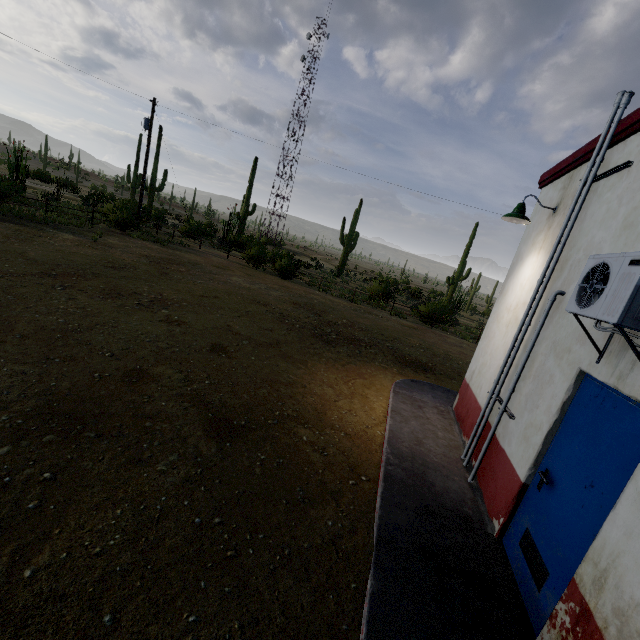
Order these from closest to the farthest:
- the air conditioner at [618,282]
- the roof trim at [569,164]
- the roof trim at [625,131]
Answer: the air conditioner at [618,282], the roof trim at [625,131], the roof trim at [569,164]

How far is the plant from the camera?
21.52m

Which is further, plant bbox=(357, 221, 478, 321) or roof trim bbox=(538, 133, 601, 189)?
plant bbox=(357, 221, 478, 321)

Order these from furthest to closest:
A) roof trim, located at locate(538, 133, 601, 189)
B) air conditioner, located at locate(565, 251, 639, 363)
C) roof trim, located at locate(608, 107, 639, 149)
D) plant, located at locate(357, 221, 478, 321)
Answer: plant, located at locate(357, 221, 478, 321) < roof trim, located at locate(538, 133, 601, 189) < roof trim, located at locate(608, 107, 639, 149) < air conditioner, located at locate(565, 251, 639, 363)

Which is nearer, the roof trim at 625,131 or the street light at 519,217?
the roof trim at 625,131

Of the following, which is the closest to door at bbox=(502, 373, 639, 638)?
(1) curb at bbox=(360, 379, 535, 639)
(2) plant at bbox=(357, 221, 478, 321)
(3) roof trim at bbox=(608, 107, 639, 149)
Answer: (1) curb at bbox=(360, 379, 535, 639)

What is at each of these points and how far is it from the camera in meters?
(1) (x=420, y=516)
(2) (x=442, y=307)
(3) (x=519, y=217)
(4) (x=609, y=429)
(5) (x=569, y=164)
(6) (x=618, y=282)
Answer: (1) curb, 3.7
(2) plant, 20.5
(3) street light, 5.1
(4) door, 2.7
(5) roof trim, 5.0
(6) air conditioner, 2.4

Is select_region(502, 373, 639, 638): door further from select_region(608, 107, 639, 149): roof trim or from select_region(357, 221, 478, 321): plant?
Answer: select_region(357, 221, 478, 321): plant
